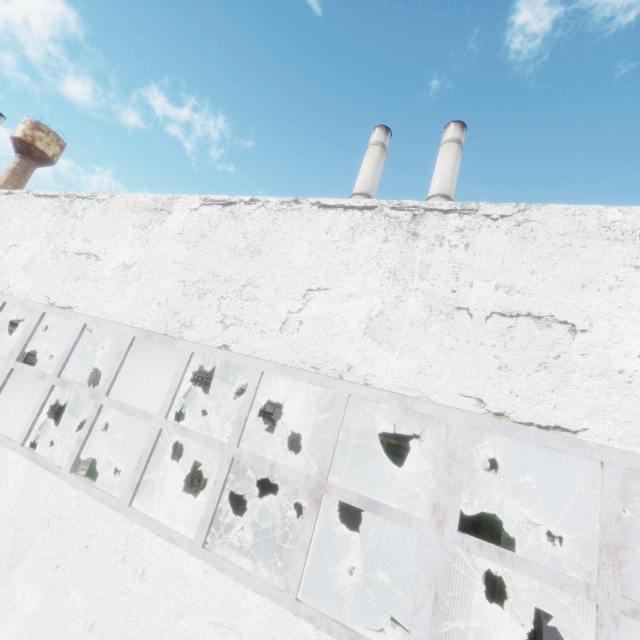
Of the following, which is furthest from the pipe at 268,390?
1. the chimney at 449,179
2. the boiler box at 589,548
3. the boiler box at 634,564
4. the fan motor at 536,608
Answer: the chimney at 449,179

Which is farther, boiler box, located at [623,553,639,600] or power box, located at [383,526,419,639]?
boiler box, located at [623,553,639,600]

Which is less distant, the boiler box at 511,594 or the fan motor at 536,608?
the fan motor at 536,608

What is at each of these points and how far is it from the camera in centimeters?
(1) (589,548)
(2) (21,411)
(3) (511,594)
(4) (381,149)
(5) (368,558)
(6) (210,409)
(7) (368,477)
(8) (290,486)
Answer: (1) boiler box, 1237cm
(2) boiler group, 1304cm
(3) boiler box, 881cm
(4) chimney, 3116cm
(5) boiler tank, 877cm
(6) boiler tank, 1420cm
(7) boiler tank, 952cm
(8) boiler tank, 1006cm

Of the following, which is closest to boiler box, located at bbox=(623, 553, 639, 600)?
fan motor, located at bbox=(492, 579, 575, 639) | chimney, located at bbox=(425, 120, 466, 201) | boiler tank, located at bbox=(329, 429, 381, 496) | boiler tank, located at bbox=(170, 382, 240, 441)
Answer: fan motor, located at bbox=(492, 579, 575, 639)

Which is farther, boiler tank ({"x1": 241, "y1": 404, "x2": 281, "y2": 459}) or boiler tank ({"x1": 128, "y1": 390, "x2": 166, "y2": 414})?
boiler tank ({"x1": 241, "y1": 404, "x2": 281, "y2": 459})

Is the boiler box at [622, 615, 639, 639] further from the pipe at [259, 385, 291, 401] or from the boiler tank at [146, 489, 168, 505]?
the boiler tank at [146, 489, 168, 505]

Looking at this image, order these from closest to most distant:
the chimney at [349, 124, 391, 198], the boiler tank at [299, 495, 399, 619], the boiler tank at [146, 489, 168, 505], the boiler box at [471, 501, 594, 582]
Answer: the boiler tank at [299, 495, 399, 619] → the boiler box at [471, 501, 594, 582] → the boiler tank at [146, 489, 168, 505] → the chimney at [349, 124, 391, 198]
